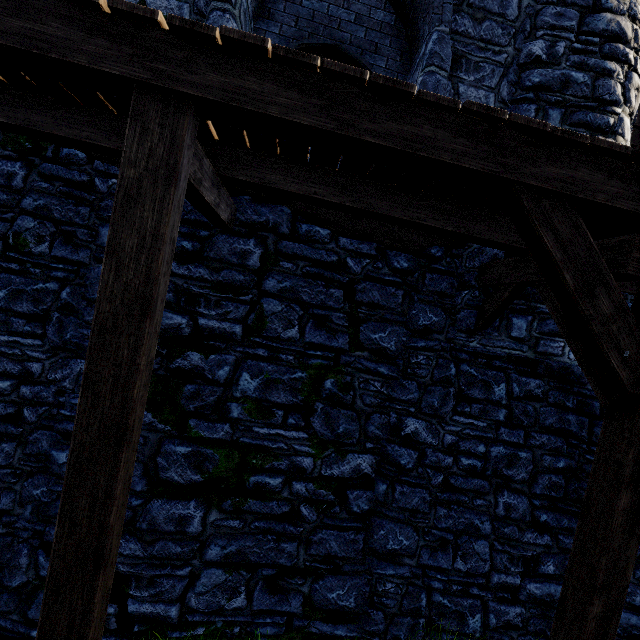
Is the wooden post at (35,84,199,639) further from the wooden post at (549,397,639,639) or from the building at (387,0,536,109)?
the wooden post at (549,397,639,639)

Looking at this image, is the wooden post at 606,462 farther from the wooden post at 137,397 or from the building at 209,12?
the wooden post at 137,397

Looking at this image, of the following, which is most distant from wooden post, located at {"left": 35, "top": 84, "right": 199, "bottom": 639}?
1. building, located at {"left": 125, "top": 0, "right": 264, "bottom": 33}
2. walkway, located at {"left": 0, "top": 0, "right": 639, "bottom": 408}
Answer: building, located at {"left": 125, "top": 0, "right": 264, "bottom": 33}

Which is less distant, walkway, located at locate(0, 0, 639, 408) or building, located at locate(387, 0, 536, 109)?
walkway, located at locate(0, 0, 639, 408)

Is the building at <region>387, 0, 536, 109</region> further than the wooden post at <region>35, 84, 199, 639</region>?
Yes

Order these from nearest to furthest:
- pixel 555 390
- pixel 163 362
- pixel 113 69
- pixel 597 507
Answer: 1. pixel 113 69
2. pixel 597 507
3. pixel 163 362
4. pixel 555 390

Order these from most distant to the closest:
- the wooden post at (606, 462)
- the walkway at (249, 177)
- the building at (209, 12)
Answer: the building at (209, 12)
the wooden post at (606, 462)
the walkway at (249, 177)

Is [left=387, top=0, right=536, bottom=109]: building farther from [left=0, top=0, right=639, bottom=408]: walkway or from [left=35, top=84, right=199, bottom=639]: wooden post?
[left=35, top=84, right=199, bottom=639]: wooden post
